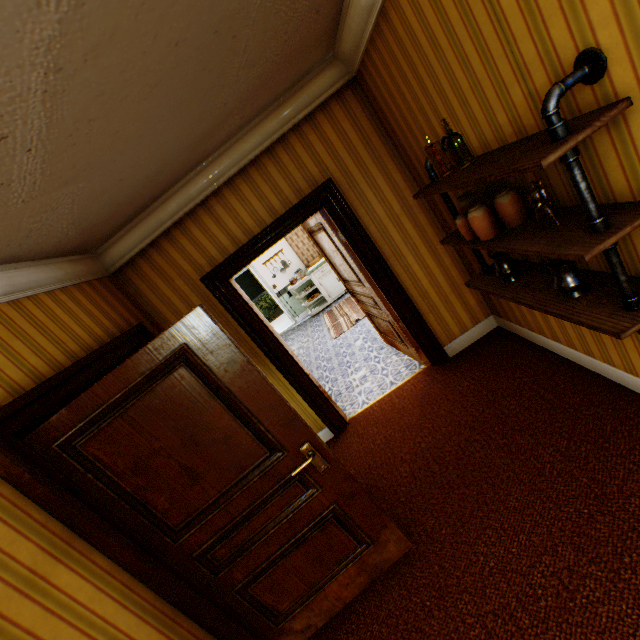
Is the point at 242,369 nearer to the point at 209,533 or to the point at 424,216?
the point at 209,533

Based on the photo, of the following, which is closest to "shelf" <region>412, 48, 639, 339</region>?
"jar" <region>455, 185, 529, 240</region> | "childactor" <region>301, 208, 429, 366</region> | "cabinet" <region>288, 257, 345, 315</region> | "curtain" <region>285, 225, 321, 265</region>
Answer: "jar" <region>455, 185, 529, 240</region>

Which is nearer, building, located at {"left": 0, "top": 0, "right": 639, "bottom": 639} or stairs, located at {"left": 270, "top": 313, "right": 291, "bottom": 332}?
building, located at {"left": 0, "top": 0, "right": 639, "bottom": 639}

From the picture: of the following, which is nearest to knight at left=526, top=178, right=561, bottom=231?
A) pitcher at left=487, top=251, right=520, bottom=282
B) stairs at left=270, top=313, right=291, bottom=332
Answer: pitcher at left=487, top=251, right=520, bottom=282

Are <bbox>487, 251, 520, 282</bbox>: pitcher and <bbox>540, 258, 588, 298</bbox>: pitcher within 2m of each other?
Answer: yes

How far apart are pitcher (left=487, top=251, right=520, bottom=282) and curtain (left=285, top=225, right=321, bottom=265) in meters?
7.0 m

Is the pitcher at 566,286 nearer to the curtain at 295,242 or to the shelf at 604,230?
the shelf at 604,230

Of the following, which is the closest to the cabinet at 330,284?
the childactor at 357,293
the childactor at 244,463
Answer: the childactor at 357,293
